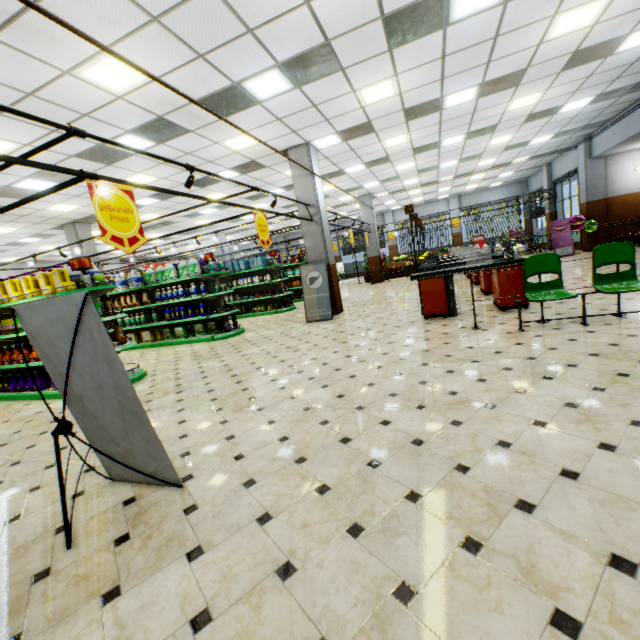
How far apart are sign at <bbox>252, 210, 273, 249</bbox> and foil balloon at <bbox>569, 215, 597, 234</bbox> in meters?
14.5

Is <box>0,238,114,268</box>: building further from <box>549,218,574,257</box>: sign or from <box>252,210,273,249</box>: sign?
<box>252,210,273,249</box>: sign

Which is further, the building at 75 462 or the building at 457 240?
the building at 457 240

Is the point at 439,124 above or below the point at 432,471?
above

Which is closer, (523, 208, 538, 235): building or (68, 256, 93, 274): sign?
(68, 256, 93, 274): sign

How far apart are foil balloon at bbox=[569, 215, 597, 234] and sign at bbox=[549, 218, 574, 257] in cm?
9

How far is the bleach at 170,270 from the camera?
9.4 meters

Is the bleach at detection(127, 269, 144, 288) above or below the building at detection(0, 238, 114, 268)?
below
